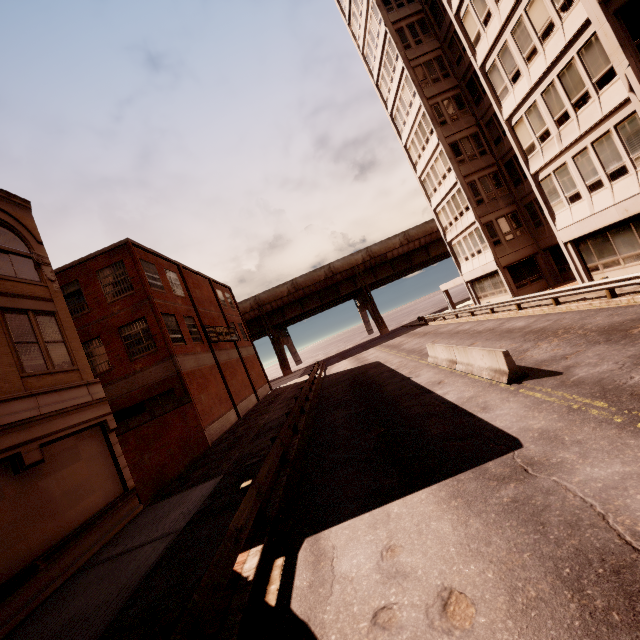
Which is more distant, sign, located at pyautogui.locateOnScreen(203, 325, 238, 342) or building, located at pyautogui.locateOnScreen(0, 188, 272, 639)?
sign, located at pyautogui.locateOnScreen(203, 325, 238, 342)

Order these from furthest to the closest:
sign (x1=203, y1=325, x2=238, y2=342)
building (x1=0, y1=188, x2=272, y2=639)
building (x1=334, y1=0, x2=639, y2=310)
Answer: sign (x1=203, y1=325, x2=238, y2=342) → building (x1=334, y1=0, x2=639, y2=310) → building (x1=0, y1=188, x2=272, y2=639)

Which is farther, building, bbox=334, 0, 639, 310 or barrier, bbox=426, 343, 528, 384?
building, bbox=334, 0, 639, 310

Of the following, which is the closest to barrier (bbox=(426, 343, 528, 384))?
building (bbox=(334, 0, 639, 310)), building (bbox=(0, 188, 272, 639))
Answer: building (bbox=(334, 0, 639, 310))

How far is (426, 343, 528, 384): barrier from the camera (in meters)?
9.77

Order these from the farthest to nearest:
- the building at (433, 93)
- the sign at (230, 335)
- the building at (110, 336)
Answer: the sign at (230, 335) < the building at (433, 93) < the building at (110, 336)

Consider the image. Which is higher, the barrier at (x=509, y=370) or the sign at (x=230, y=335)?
the sign at (x=230, y=335)

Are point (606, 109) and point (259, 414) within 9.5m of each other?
no
